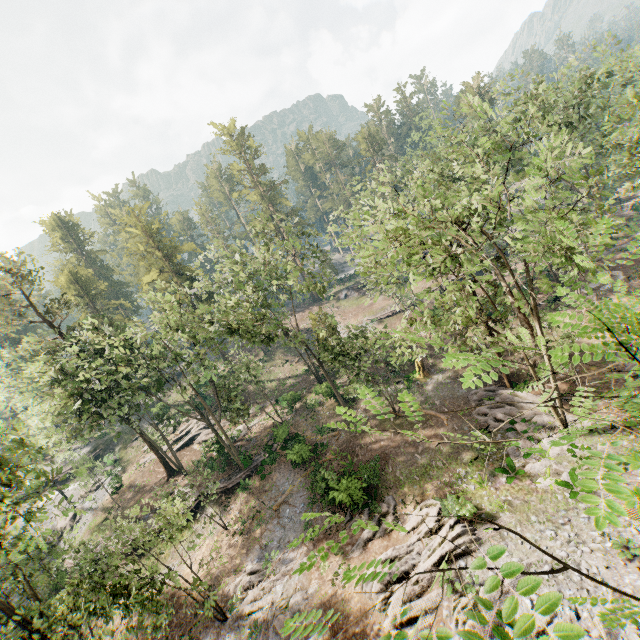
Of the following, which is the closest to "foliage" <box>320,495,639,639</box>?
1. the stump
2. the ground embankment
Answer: the ground embankment

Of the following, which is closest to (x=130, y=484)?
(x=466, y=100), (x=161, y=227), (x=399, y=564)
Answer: (x=161, y=227)

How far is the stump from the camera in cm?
3092

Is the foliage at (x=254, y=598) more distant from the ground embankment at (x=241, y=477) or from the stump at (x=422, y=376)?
the stump at (x=422, y=376)

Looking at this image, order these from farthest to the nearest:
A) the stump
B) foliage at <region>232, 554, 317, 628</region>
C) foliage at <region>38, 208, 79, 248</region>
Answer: foliage at <region>38, 208, 79, 248</region> → the stump → foliage at <region>232, 554, 317, 628</region>

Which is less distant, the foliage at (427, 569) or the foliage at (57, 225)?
the foliage at (427, 569)

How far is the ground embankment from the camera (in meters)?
30.00

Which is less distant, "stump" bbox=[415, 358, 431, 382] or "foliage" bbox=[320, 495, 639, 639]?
"foliage" bbox=[320, 495, 639, 639]
